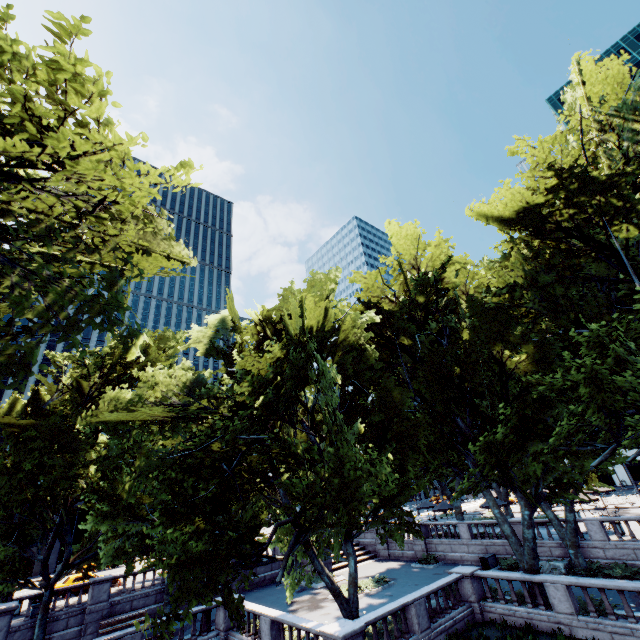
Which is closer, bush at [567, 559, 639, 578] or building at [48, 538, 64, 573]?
bush at [567, 559, 639, 578]

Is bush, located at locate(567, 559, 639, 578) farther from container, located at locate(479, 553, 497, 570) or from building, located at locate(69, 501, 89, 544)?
building, located at locate(69, 501, 89, 544)

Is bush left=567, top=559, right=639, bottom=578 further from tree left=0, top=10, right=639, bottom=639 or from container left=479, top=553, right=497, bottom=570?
container left=479, top=553, right=497, bottom=570

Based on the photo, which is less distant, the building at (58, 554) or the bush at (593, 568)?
the bush at (593, 568)

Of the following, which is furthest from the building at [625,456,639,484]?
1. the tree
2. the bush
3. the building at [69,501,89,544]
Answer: the building at [69,501,89,544]

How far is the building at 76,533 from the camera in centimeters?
4645cm

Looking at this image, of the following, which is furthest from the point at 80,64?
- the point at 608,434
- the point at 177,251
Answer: the point at 608,434

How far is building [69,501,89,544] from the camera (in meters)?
46.45
